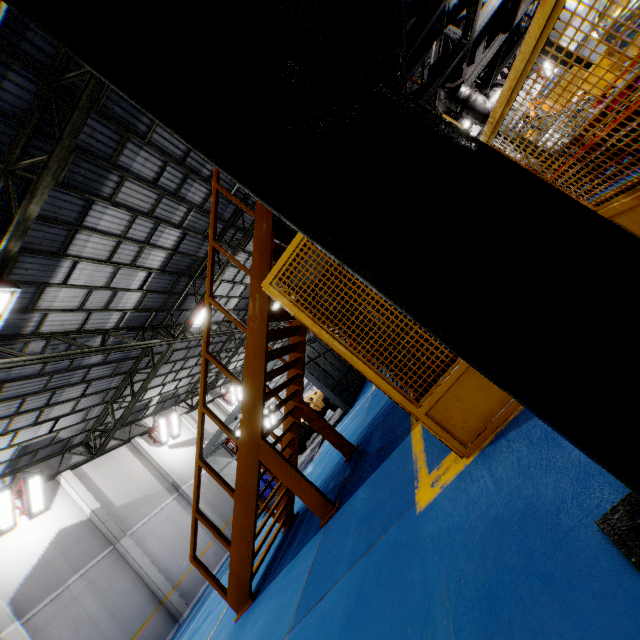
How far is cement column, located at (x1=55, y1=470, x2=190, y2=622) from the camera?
12.9 meters

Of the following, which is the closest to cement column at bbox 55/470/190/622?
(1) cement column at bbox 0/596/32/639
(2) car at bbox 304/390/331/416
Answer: (1) cement column at bbox 0/596/32/639

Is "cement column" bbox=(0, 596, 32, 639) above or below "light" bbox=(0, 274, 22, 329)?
below

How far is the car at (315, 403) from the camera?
20.3 meters

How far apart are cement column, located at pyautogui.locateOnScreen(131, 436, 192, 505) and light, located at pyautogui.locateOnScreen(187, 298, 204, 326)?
8.6 meters

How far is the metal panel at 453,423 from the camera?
2.5m

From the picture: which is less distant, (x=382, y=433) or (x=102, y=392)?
(x=382, y=433)

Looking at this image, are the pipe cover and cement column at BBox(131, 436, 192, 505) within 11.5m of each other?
no
